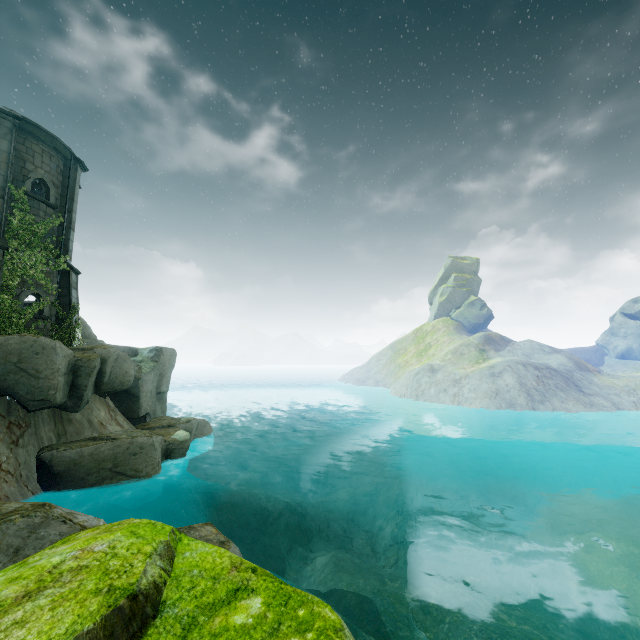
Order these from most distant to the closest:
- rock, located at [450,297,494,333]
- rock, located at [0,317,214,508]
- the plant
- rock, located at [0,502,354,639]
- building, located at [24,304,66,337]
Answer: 1. rock, located at [450,297,494,333]
2. building, located at [24,304,66,337]
3. the plant
4. rock, located at [0,317,214,508]
5. rock, located at [0,502,354,639]

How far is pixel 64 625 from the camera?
1.81m

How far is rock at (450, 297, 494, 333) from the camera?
56.3m

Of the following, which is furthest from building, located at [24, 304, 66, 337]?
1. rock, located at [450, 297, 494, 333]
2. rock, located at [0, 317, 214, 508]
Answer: rock, located at [450, 297, 494, 333]

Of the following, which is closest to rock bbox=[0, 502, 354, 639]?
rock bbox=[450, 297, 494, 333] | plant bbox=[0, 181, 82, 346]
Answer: plant bbox=[0, 181, 82, 346]

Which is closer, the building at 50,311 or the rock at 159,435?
the rock at 159,435

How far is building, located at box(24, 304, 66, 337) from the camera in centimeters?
1379cm

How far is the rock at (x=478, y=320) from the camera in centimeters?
5628cm
